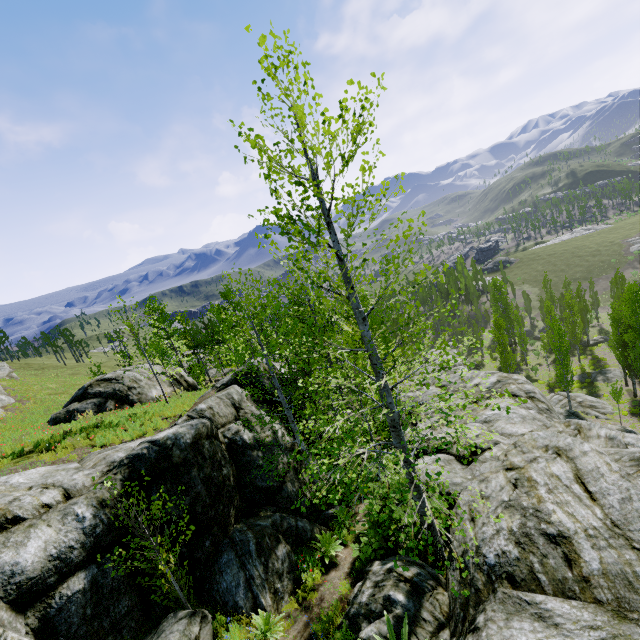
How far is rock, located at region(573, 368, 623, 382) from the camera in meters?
37.7

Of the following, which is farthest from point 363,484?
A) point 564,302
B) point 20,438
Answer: point 564,302

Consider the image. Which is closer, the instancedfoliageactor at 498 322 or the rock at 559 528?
the rock at 559 528

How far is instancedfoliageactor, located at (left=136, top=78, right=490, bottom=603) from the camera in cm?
565

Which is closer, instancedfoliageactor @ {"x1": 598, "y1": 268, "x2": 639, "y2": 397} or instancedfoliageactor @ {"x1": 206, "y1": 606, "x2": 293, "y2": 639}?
instancedfoliageactor @ {"x1": 206, "y1": 606, "x2": 293, "y2": 639}

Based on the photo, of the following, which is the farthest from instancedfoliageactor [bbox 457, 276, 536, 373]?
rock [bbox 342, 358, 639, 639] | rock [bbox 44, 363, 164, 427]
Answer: rock [bbox 44, 363, 164, 427]

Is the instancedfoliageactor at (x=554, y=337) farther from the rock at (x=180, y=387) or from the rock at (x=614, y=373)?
the rock at (x=180, y=387)
